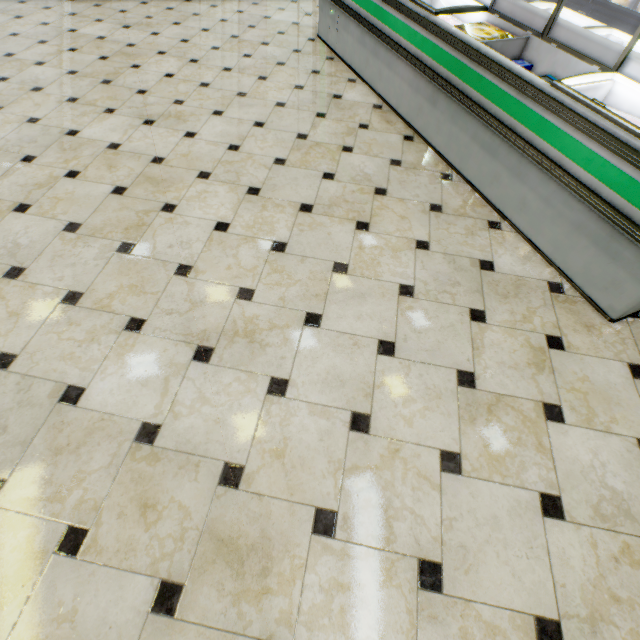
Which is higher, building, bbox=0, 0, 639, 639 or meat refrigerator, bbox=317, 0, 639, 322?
meat refrigerator, bbox=317, 0, 639, 322

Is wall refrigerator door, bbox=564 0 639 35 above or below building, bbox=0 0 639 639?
above

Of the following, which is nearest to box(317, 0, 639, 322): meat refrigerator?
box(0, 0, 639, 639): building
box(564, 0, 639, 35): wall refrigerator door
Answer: box(0, 0, 639, 639): building

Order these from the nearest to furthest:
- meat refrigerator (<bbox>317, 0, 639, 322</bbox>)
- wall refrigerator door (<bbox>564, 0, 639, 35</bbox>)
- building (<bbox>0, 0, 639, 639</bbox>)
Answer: building (<bbox>0, 0, 639, 639</bbox>) → meat refrigerator (<bbox>317, 0, 639, 322</bbox>) → wall refrigerator door (<bbox>564, 0, 639, 35</bbox>)

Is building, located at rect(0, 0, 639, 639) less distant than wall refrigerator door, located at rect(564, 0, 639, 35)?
Yes

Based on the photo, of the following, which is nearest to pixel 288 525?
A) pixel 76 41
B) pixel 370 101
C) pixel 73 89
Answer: pixel 370 101

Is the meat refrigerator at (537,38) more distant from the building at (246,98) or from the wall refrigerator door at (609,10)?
the wall refrigerator door at (609,10)

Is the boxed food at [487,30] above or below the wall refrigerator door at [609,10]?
above
